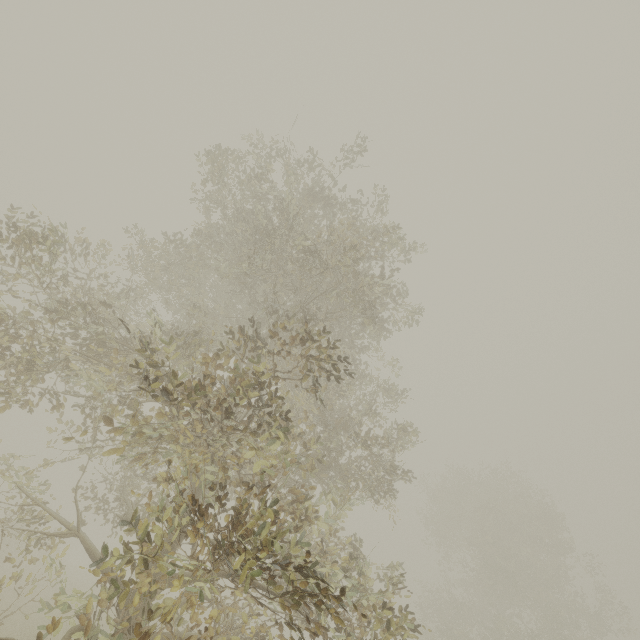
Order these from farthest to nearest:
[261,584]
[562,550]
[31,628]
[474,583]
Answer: [474,583], [562,550], [31,628], [261,584]
